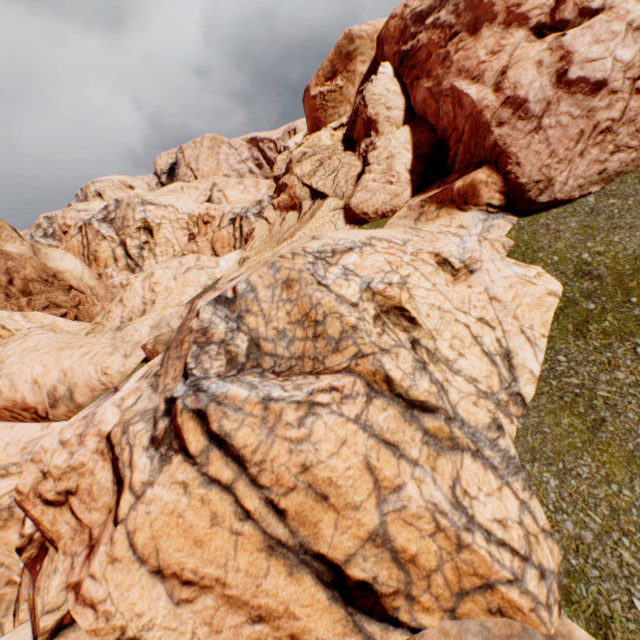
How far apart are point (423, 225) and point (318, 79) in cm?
872
